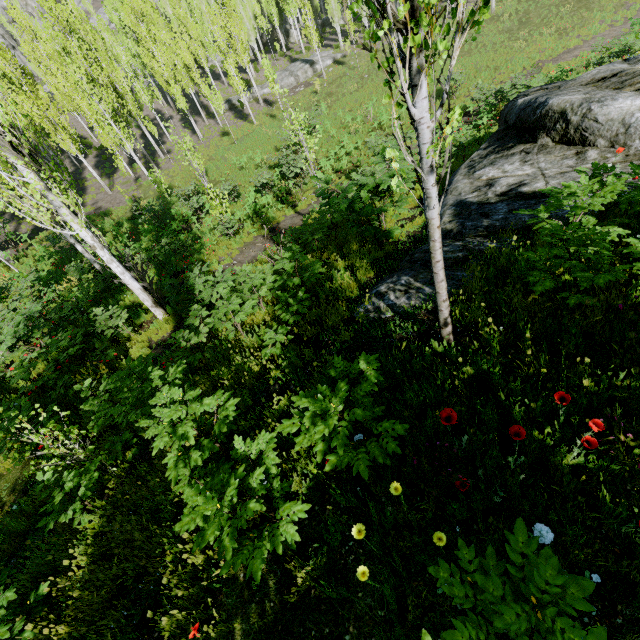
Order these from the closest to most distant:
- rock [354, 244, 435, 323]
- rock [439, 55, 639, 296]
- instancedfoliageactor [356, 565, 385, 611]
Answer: instancedfoliageactor [356, 565, 385, 611], rock [354, 244, 435, 323], rock [439, 55, 639, 296]

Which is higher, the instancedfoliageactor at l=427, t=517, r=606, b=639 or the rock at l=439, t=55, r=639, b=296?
the instancedfoliageactor at l=427, t=517, r=606, b=639

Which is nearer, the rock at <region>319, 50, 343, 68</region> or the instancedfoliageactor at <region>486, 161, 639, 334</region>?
the instancedfoliageactor at <region>486, 161, 639, 334</region>

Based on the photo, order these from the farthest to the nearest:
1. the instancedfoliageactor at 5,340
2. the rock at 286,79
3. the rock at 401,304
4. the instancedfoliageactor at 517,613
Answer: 1. the rock at 286,79
2. the instancedfoliageactor at 5,340
3. the rock at 401,304
4. the instancedfoliageactor at 517,613

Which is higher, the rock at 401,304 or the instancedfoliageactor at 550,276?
the instancedfoliageactor at 550,276

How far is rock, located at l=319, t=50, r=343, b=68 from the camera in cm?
3425

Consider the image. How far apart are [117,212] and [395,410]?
26.28m
